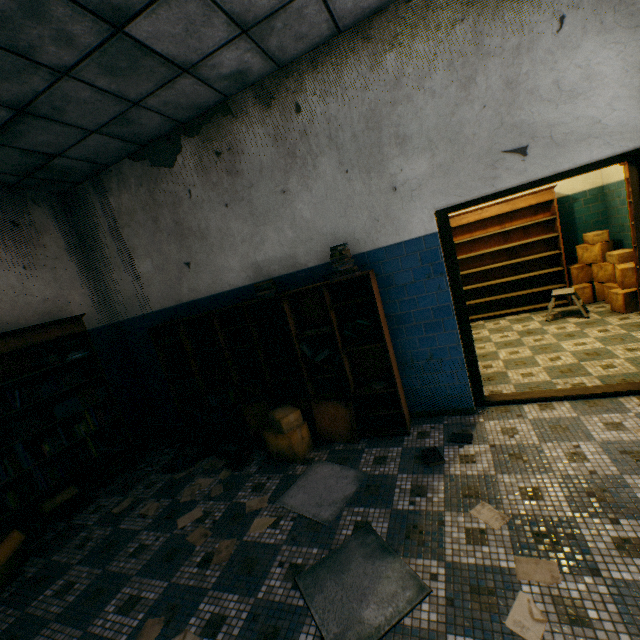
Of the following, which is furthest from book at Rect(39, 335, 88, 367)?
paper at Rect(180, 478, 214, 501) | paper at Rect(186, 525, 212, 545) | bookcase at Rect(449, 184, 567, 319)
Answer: bookcase at Rect(449, 184, 567, 319)

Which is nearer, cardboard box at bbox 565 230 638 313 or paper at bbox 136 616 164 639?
paper at bbox 136 616 164 639

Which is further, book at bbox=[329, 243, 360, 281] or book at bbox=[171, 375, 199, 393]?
book at bbox=[171, 375, 199, 393]

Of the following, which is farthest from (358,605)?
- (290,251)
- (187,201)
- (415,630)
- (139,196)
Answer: (139,196)

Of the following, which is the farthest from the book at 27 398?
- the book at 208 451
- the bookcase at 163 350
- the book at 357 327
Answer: the book at 357 327

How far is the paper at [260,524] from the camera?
2.7m

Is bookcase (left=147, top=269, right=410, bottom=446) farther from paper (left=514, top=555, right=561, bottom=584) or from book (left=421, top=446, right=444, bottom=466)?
paper (left=514, top=555, right=561, bottom=584)

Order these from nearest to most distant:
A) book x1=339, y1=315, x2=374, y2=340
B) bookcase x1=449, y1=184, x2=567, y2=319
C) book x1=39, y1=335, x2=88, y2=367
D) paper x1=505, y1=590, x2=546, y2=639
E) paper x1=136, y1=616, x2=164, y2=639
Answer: paper x1=505, y1=590, x2=546, y2=639 → paper x1=136, y1=616, x2=164, y2=639 → book x1=339, y1=315, x2=374, y2=340 → book x1=39, y1=335, x2=88, y2=367 → bookcase x1=449, y1=184, x2=567, y2=319
